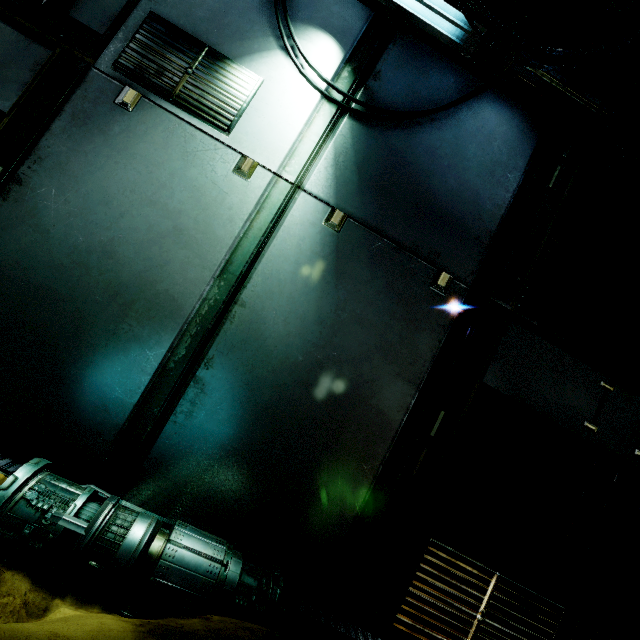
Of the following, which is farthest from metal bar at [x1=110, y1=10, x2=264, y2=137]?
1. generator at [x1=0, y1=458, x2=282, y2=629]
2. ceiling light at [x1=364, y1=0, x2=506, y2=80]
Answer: generator at [x1=0, y1=458, x2=282, y2=629]

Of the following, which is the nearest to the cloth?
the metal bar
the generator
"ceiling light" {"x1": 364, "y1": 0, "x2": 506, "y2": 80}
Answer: the generator

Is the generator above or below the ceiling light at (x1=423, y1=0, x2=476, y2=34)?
below

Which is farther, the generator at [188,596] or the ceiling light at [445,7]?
the ceiling light at [445,7]

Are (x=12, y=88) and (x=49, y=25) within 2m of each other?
yes

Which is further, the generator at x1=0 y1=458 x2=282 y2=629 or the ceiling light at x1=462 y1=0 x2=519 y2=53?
the ceiling light at x1=462 y1=0 x2=519 y2=53

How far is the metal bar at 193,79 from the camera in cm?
243

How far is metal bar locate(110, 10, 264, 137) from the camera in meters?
2.4 m
